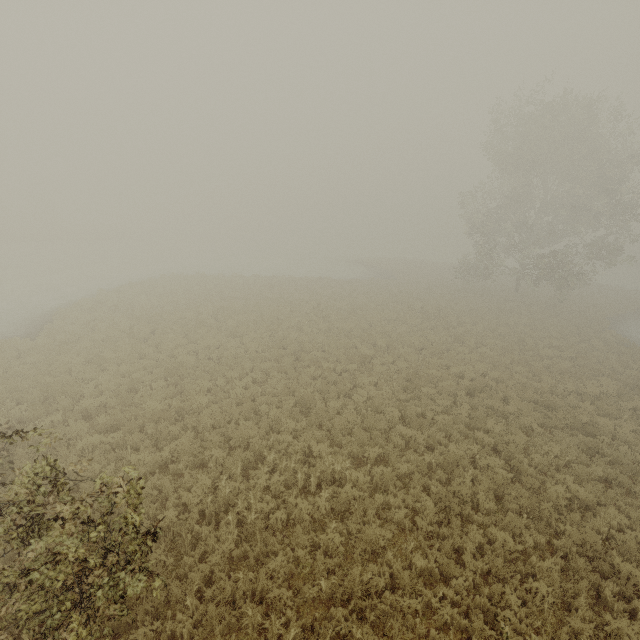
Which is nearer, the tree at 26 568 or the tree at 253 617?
the tree at 26 568

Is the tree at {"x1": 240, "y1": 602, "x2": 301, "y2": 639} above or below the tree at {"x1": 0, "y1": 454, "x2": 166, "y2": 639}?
below

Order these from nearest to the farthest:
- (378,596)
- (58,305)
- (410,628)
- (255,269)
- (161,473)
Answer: (410,628) → (378,596) → (161,473) → (58,305) → (255,269)

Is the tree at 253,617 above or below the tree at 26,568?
below

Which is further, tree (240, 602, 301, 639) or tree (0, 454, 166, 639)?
tree (240, 602, 301, 639)
